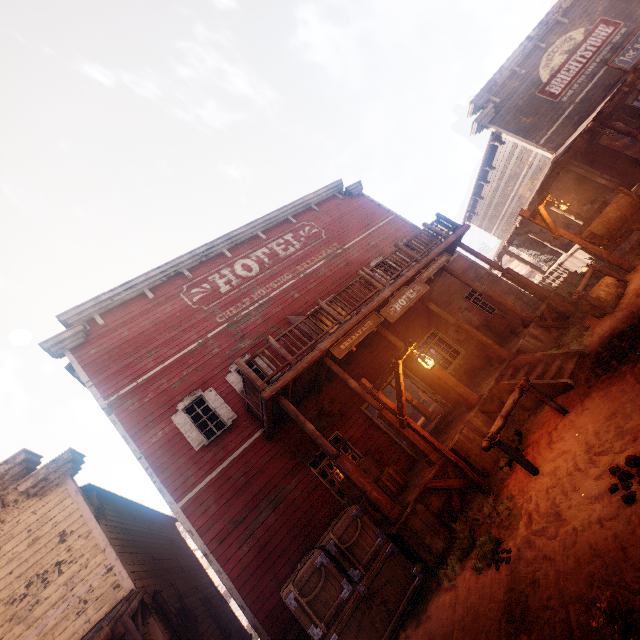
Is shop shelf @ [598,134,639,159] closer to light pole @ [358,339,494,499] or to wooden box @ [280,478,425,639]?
light pole @ [358,339,494,499]

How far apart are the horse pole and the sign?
3.35m

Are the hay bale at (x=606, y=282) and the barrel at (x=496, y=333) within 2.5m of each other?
no

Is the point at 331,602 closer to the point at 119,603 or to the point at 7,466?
the point at 119,603

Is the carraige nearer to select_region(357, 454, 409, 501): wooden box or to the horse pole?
the horse pole

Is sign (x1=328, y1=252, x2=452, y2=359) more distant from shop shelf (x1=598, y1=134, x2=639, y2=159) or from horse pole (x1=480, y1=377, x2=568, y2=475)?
shop shelf (x1=598, y1=134, x2=639, y2=159)

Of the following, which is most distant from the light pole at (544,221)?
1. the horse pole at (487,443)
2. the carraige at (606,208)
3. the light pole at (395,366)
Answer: the light pole at (395,366)

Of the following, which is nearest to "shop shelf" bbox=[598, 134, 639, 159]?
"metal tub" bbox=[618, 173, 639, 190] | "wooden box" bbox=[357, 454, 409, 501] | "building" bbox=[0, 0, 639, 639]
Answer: "building" bbox=[0, 0, 639, 639]
